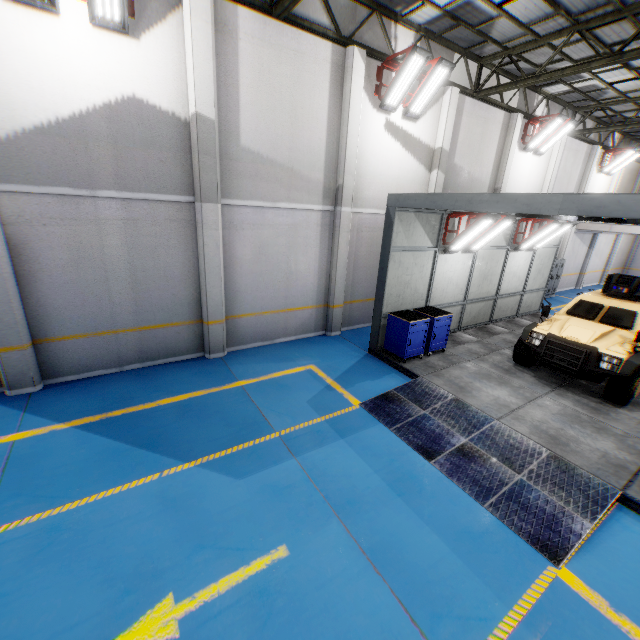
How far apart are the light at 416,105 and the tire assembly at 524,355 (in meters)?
7.38

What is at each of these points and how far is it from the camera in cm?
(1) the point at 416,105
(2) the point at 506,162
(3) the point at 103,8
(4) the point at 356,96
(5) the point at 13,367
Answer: (1) light, 962
(2) cement column, 1299
(3) light, 555
(4) cement column, 862
(5) cement column, 649

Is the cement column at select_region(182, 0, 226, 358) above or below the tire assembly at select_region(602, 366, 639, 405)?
above

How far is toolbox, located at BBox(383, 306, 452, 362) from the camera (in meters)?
8.54

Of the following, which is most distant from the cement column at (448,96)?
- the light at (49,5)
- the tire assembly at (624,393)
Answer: the light at (49,5)

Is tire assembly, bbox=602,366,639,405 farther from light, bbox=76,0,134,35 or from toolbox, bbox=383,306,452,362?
light, bbox=76,0,134,35

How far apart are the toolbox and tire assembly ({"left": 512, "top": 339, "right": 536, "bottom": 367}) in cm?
245

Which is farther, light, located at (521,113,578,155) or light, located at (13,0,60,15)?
light, located at (521,113,578,155)
